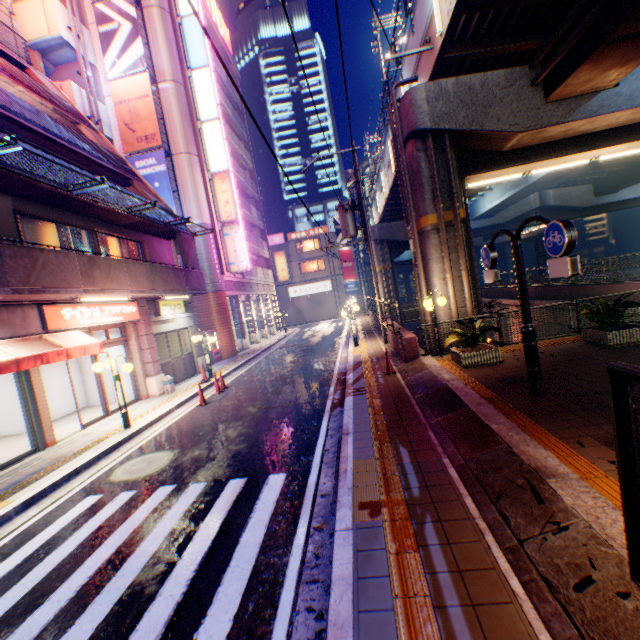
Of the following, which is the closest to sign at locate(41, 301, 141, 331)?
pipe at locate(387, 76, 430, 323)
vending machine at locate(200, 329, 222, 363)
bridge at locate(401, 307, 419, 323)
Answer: vending machine at locate(200, 329, 222, 363)

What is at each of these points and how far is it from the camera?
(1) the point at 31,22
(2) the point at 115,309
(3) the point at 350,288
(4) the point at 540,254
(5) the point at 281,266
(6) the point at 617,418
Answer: (1) stairs, 17.9 meters
(2) sign, 11.9 meters
(3) billboard, 46.3 meters
(4) overpass support, 56.6 meters
(5) sign, 35.6 meters
(6) metal fence, 1.6 meters

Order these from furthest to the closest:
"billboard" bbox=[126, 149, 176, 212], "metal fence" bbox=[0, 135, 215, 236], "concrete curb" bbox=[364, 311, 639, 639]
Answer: "billboard" bbox=[126, 149, 176, 212] < "metal fence" bbox=[0, 135, 215, 236] < "concrete curb" bbox=[364, 311, 639, 639]

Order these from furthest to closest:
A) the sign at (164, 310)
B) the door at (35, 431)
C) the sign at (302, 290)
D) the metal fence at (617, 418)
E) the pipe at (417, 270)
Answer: the sign at (302, 290) → the sign at (164, 310) → the pipe at (417, 270) → the door at (35, 431) → the metal fence at (617, 418)

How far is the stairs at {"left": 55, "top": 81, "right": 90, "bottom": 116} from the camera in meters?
18.1 m

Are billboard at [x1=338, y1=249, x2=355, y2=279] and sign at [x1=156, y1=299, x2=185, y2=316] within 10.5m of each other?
no

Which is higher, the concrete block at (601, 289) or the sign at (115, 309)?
the sign at (115, 309)

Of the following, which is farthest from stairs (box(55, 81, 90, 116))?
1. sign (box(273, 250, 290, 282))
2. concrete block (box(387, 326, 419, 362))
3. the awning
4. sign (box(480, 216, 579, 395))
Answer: concrete block (box(387, 326, 419, 362))
